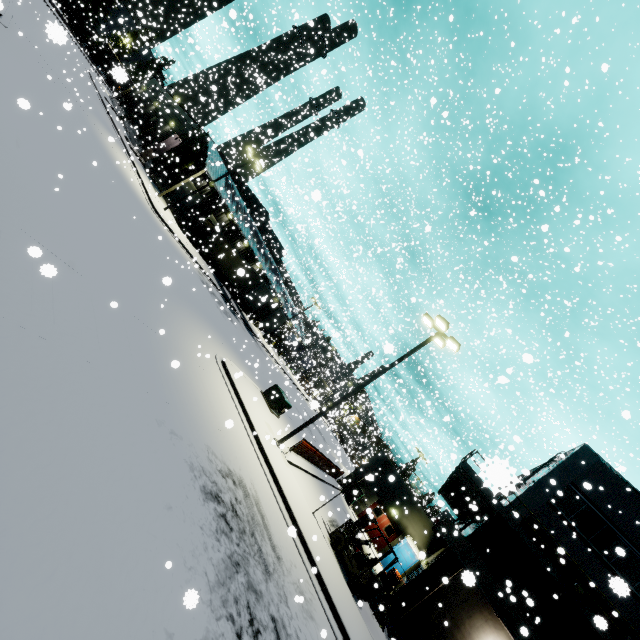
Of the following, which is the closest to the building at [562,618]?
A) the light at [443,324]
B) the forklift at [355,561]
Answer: the forklift at [355,561]

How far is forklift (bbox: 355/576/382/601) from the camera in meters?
12.3 m

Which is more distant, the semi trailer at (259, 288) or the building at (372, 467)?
the semi trailer at (259, 288)

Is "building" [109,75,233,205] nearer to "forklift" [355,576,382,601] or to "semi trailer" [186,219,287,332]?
"semi trailer" [186,219,287,332]

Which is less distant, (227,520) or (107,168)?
(227,520)

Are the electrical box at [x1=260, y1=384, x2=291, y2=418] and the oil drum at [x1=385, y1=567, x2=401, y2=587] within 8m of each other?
no

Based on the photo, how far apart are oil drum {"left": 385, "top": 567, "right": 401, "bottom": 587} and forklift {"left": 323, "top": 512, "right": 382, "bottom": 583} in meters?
6.9

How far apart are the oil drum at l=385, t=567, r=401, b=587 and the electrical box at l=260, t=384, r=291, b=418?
11.1 meters
